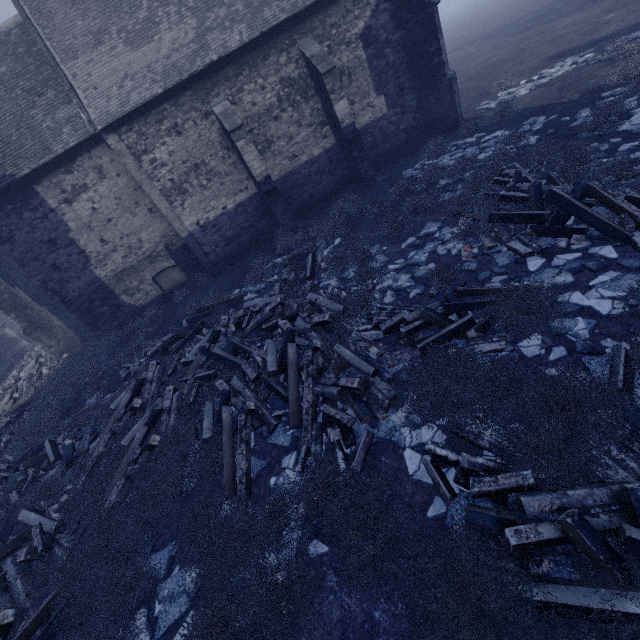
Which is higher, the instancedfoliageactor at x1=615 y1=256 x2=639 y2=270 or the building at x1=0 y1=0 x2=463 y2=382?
the building at x1=0 y1=0 x2=463 y2=382

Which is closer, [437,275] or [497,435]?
[497,435]

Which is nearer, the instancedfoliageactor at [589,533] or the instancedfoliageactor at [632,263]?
the instancedfoliageactor at [589,533]

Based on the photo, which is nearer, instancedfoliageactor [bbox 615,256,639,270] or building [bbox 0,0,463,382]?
instancedfoliageactor [bbox 615,256,639,270]

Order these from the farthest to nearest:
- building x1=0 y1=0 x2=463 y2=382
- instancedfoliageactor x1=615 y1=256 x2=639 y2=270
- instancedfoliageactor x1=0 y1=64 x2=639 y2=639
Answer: building x1=0 y1=0 x2=463 y2=382 < instancedfoliageactor x1=615 y1=256 x2=639 y2=270 < instancedfoliageactor x1=0 y1=64 x2=639 y2=639

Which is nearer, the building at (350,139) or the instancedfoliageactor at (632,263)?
the instancedfoliageactor at (632,263)

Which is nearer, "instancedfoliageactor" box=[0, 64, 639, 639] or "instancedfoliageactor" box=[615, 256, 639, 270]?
"instancedfoliageactor" box=[0, 64, 639, 639]
